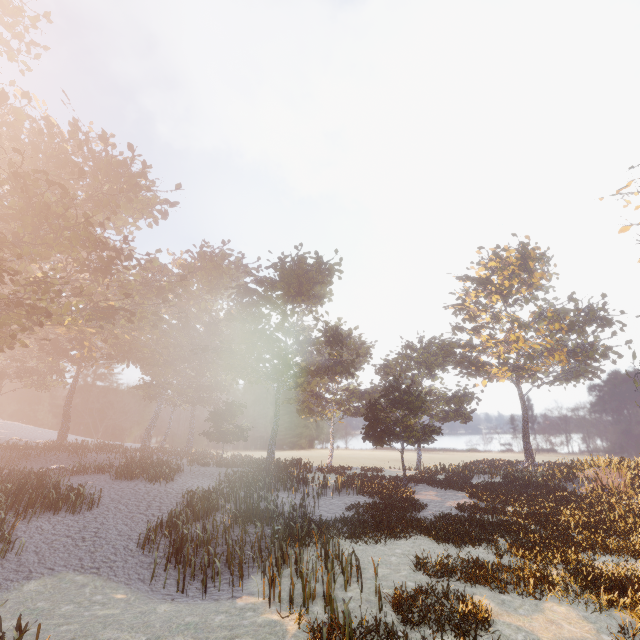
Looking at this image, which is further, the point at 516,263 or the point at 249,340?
the point at 516,263
